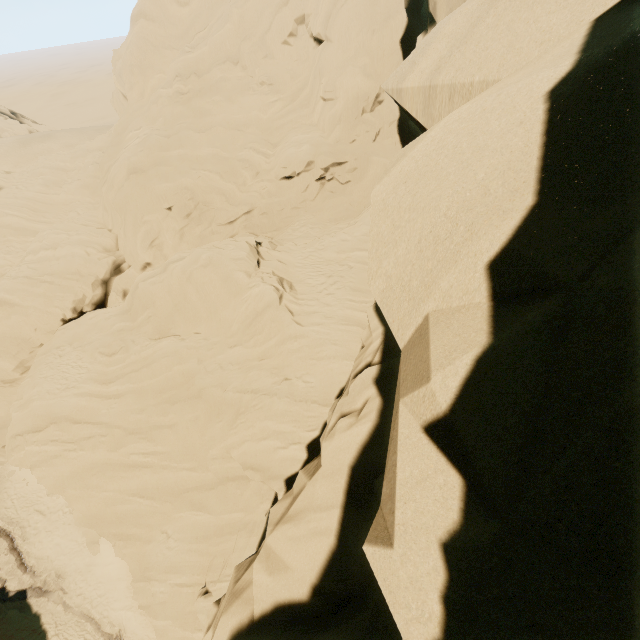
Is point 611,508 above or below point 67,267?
above
